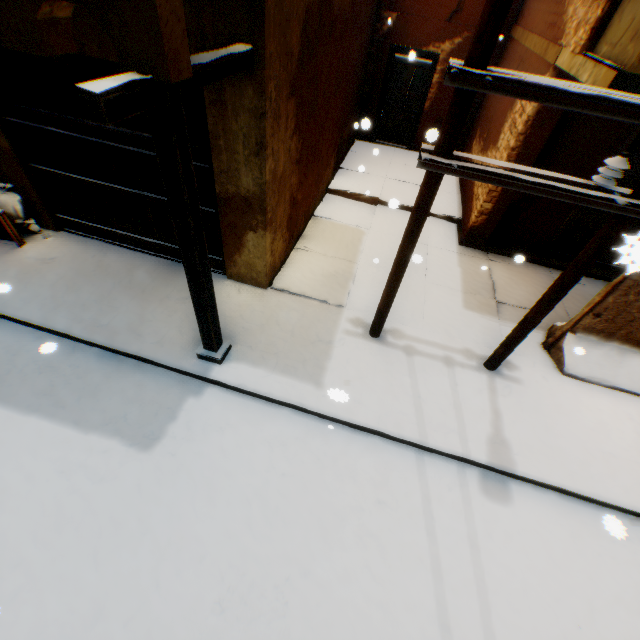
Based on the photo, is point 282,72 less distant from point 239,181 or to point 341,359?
point 239,181

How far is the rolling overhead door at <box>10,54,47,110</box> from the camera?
4.12m

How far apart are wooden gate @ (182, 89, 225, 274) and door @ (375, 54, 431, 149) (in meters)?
7.98

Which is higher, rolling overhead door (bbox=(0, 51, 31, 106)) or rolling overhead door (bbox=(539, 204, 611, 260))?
rolling overhead door (bbox=(0, 51, 31, 106))

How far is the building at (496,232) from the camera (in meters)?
6.42

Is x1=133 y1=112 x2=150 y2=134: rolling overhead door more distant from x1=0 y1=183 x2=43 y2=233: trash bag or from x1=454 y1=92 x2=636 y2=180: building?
x1=0 y1=183 x2=43 y2=233: trash bag

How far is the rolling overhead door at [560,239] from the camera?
6.4 meters

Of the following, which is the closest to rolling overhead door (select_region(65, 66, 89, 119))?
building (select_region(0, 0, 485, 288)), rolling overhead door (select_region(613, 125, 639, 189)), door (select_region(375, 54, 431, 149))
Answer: building (select_region(0, 0, 485, 288))
